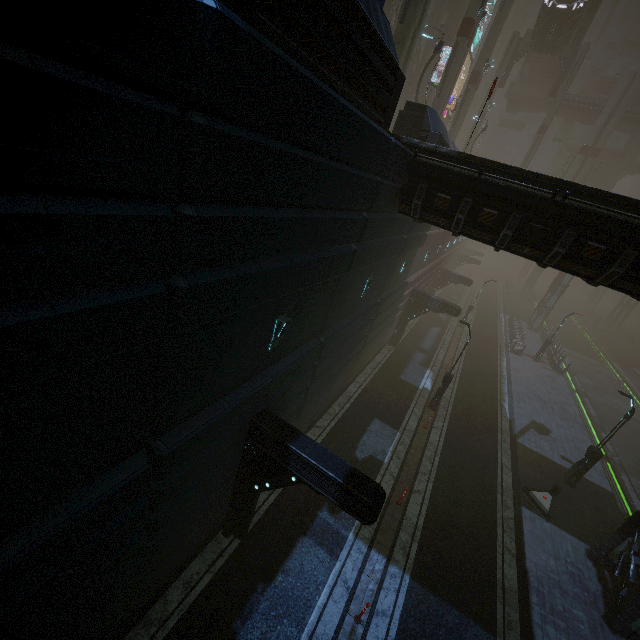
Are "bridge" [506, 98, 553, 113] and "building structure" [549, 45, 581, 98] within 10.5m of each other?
yes

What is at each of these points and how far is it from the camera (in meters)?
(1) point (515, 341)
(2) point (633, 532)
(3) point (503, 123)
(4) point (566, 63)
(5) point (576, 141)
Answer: (1) building, 31.19
(2) building, 12.06
(3) building, 58.12
(4) building structure, 36.44
(5) building, 49.19

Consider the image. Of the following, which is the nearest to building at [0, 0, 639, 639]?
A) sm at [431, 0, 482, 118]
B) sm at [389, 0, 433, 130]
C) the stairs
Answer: sm at [431, 0, 482, 118]

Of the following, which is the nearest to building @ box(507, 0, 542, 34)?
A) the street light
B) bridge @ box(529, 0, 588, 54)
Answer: bridge @ box(529, 0, 588, 54)

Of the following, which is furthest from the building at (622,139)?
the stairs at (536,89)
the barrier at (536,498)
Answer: the stairs at (536,89)

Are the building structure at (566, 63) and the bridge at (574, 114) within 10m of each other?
yes

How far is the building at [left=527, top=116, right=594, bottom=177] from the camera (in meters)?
48.69

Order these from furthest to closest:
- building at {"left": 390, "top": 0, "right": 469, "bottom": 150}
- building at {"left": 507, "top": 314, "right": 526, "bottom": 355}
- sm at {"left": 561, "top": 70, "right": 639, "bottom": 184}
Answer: sm at {"left": 561, "top": 70, "right": 639, "bottom": 184}
building at {"left": 507, "top": 314, "right": 526, "bottom": 355}
building at {"left": 390, "top": 0, "right": 469, "bottom": 150}
